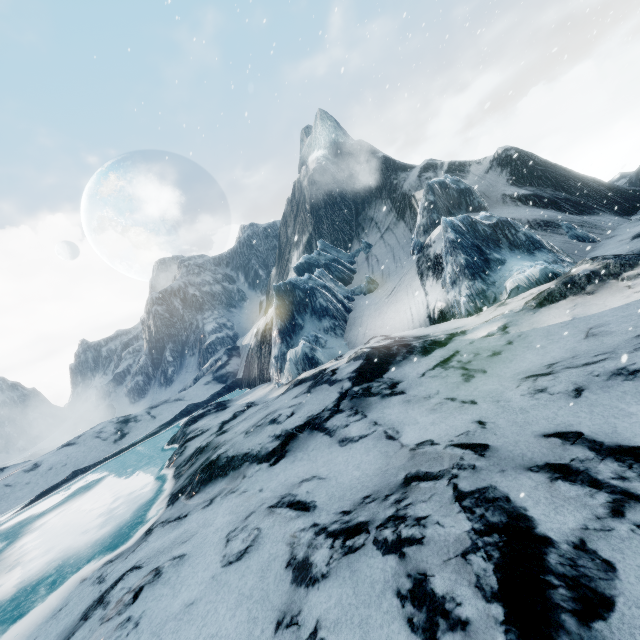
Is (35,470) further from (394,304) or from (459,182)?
(459,182)
